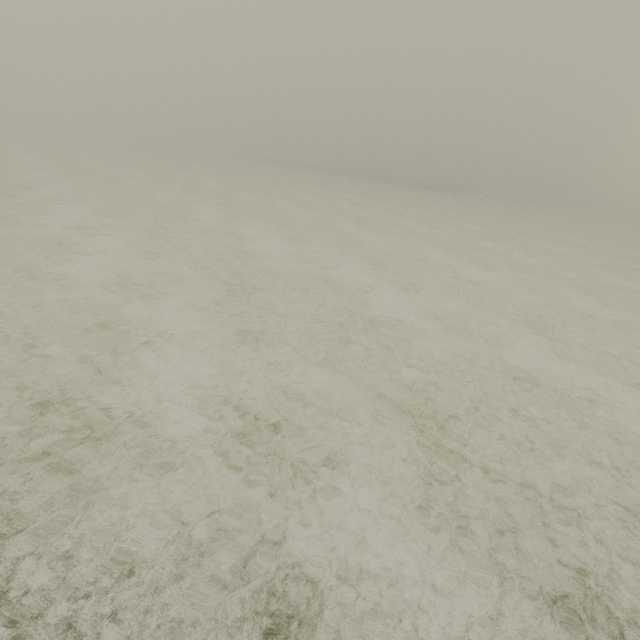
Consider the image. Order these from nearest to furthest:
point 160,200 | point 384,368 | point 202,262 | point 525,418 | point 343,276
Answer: point 525,418 → point 384,368 → point 202,262 → point 343,276 → point 160,200
